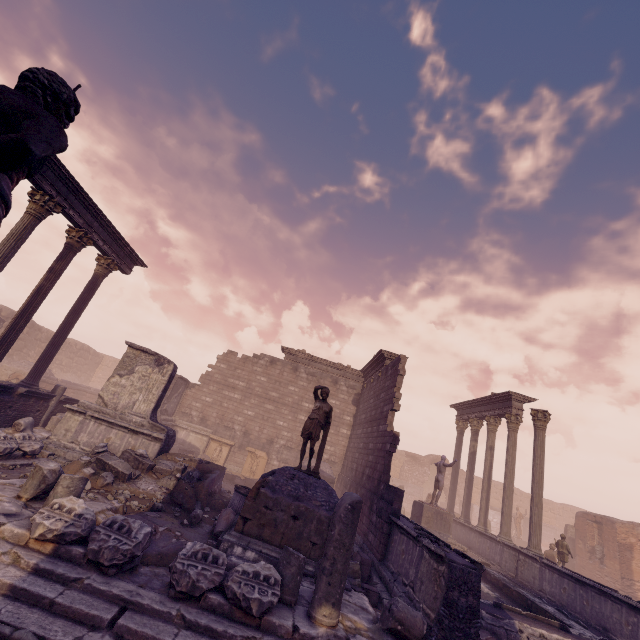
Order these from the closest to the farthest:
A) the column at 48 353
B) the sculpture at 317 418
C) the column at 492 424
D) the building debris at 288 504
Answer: the building debris at 288 504 < the sculpture at 317 418 < the column at 48 353 < the column at 492 424

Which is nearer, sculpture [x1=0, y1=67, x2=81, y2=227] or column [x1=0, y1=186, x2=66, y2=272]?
sculpture [x1=0, y1=67, x2=81, y2=227]

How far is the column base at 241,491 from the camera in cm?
871

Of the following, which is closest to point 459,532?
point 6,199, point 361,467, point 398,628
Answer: point 361,467

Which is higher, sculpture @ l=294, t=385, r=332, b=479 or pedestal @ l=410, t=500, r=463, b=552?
sculpture @ l=294, t=385, r=332, b=479

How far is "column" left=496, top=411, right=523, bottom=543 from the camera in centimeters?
1399cm

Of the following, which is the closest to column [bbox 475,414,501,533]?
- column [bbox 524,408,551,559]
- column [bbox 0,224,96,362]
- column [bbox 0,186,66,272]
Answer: column [bbox 524,408,551,559]

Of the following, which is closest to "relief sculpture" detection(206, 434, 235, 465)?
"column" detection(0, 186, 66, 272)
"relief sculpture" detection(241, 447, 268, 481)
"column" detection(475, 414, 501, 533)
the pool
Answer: "relief sculpture" detection(241, 447, 268, 481)
